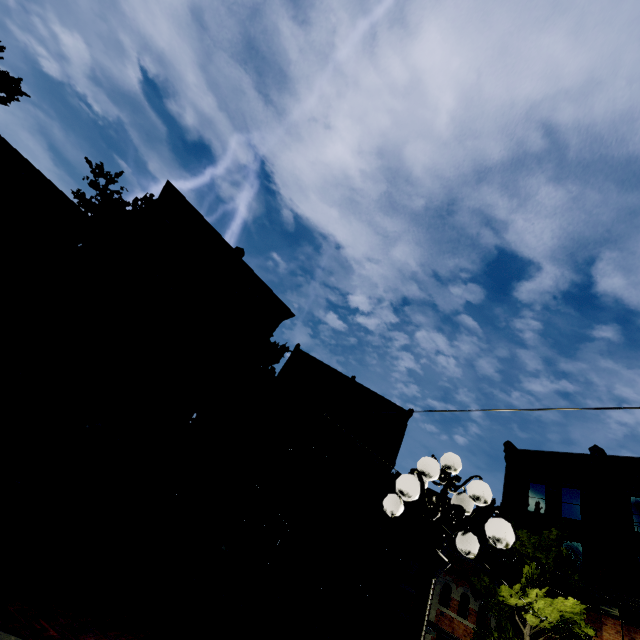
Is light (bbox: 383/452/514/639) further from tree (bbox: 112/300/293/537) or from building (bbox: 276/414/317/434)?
building (bbox: 276/414/317/434)

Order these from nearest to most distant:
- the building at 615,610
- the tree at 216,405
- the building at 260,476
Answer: the tree at 216,405, the building at 615,610, the building at 260,476

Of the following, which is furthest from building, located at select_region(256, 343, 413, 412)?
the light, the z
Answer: the light

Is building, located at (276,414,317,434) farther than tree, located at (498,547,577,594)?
Yes

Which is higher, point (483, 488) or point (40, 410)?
point (483, 488)

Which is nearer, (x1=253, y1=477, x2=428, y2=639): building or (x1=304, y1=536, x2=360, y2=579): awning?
(x1=304, y1=536, x2=360, y2=579): awning

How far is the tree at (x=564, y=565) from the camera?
14.7m
